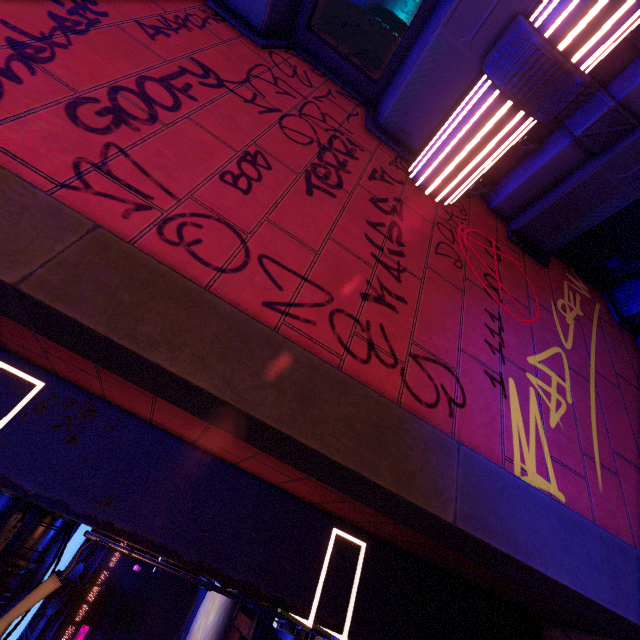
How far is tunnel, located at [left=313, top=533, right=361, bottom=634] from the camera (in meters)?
3.26

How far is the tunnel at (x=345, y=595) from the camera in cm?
326

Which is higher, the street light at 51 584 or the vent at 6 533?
the vent at 6 533

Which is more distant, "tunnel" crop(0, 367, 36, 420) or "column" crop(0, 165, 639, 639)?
"tunnel" crop(0, 367, 36, 420)

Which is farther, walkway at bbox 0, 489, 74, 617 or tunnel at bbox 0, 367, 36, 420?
walkway at bbox 0, 489, 74, 617

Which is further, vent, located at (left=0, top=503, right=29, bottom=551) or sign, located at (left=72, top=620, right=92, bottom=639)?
sign, located at (left=72, top=620, right=92, bottom=639)

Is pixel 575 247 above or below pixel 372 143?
below

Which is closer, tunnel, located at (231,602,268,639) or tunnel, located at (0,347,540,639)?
tunnel, located at (0,347,540,639)
